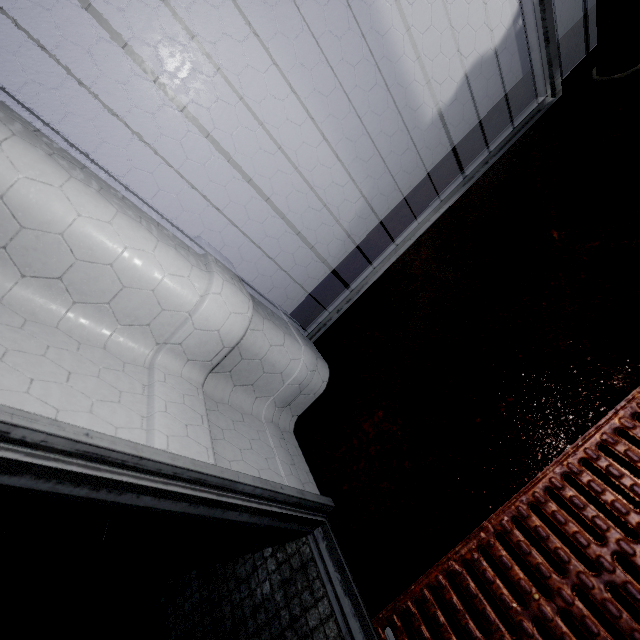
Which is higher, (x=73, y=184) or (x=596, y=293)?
(x=73, y=184)

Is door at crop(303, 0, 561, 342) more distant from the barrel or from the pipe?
the barrel

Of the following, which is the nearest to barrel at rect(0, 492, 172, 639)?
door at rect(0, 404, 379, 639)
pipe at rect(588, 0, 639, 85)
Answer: door at rect(0, 404, 379, 639)

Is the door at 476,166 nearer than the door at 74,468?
No

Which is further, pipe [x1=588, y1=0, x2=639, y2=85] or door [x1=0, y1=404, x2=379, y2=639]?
pipe [x1=588, y1=0, x2=639, y2=85]

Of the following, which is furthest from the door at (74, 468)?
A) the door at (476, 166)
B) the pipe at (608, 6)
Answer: the pipe at (608, 6)

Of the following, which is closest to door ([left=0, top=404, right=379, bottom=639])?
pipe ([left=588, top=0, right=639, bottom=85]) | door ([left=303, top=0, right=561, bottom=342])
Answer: door ([left=303, top=0, right=561, bottom=342])
